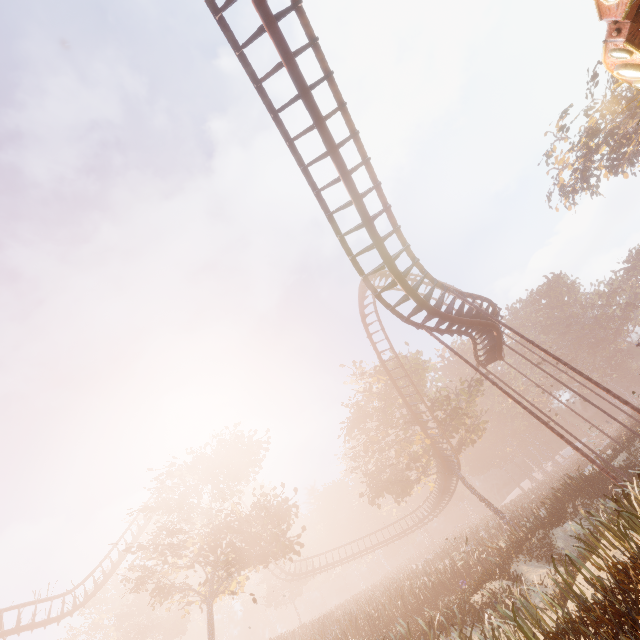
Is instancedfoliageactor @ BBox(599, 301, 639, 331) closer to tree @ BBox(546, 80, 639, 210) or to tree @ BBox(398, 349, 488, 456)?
tree @ BBox(398, 349, 488, 456)

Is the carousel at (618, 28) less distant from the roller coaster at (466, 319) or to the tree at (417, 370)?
the roller coaster at (466, 319)

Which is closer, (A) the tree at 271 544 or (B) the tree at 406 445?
(A) the tree at 271 544

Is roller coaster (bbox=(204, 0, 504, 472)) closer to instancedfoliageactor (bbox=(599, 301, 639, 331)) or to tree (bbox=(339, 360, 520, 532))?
tree (bbox=(339, 360, 520, 532))

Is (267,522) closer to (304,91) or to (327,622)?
(327,622)

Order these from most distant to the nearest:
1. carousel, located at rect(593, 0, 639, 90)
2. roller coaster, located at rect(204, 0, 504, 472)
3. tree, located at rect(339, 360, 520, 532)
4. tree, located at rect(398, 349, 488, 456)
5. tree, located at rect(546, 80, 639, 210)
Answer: tree, located at rect(546, 80, 639, 210) < tree, located at rect(398, 349, 488, 456) < tree, located at rect(339, 360, 520, 532) < roller coaster, located at rect(204, 0, 504, 472) < carousel, located at rect(593, 0, 639, 90)

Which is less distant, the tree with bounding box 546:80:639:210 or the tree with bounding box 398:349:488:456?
the tree with bounding box 398:349:488:456

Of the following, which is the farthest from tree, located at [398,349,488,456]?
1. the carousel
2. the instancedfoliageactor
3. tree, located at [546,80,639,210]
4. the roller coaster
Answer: tree, located at [546,80,639,210]
